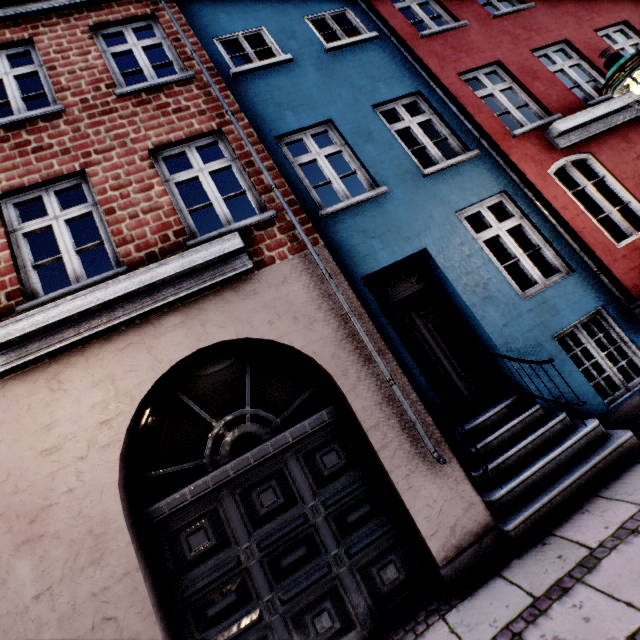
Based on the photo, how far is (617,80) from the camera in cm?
353
